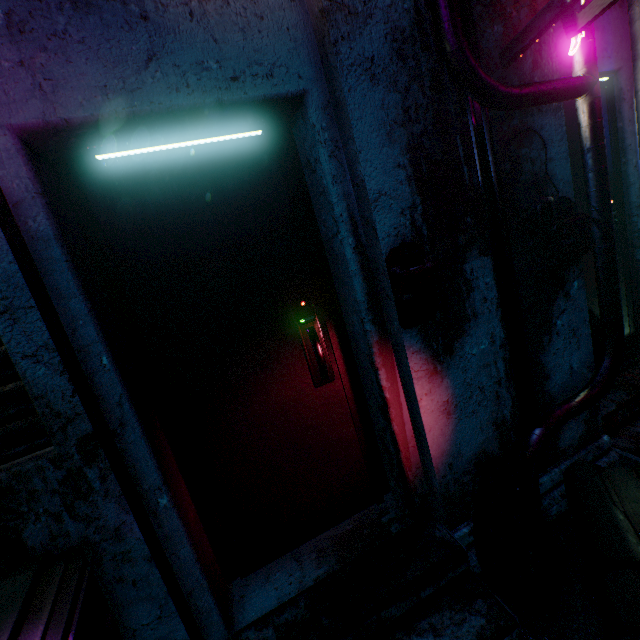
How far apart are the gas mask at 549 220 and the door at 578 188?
0.48m

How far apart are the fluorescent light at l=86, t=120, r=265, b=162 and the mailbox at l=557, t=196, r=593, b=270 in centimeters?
149cm

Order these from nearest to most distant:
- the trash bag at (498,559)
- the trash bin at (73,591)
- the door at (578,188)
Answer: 1. the trash bin at (73,591)
2. the trash bag at (498,559)
3. the door at (578,188)

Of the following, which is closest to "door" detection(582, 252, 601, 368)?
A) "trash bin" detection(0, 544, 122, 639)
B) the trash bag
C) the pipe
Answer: the pipe

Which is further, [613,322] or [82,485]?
[613,322]

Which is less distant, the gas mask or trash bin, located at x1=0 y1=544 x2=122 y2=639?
trash bin, located at x1=0 y1=544 x2=122 y2=639

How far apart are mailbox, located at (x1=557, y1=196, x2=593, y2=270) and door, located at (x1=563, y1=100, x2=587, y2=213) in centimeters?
41cm

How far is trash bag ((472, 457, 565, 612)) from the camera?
1.3m
